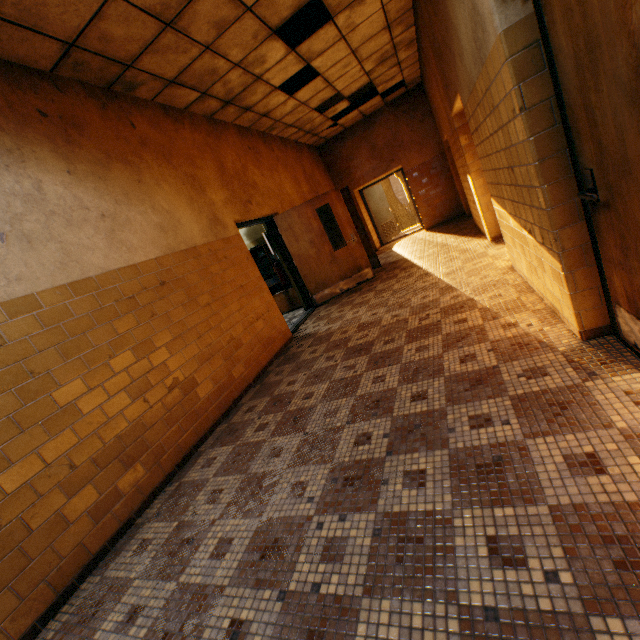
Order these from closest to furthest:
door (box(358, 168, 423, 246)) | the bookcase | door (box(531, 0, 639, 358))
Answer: door (box(531, 0, 639, 358)) → the bookcase → door (box(358, 168, 423, 246))

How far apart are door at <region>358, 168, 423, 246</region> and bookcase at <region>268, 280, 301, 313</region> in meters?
5.4 m

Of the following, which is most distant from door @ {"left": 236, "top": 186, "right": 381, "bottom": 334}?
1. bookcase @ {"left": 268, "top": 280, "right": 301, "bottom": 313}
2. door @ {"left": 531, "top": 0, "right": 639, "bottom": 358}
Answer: door @ {"left": 531, "top": 0, "right": 639, "bottom": 358}

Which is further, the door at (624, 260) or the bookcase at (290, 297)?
the bookcase at (290, 297)

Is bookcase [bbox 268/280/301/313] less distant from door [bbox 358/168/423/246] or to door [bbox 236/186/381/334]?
door [bbox 236/186/381/334]

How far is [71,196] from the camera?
3.02m

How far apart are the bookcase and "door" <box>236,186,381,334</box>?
0.6m

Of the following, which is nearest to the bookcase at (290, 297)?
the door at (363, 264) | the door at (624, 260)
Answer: the door at (363, 264)
